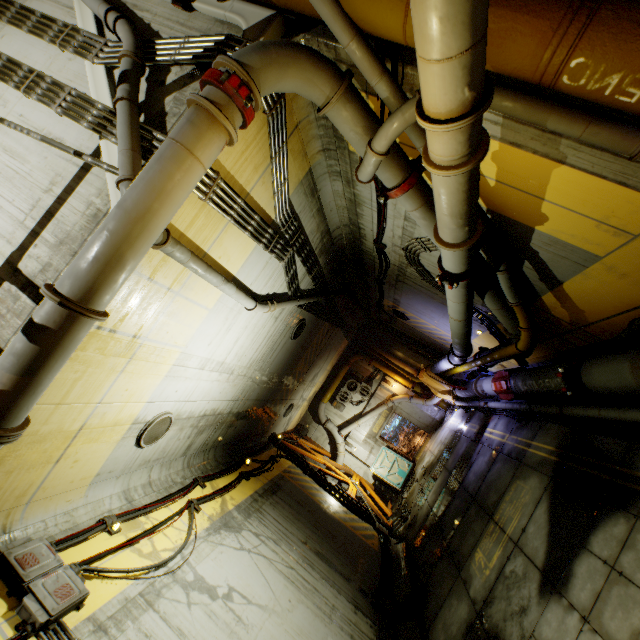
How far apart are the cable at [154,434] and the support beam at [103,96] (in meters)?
5.26

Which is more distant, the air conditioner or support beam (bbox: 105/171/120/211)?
the air conditioner

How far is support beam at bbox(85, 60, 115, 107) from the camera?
4.49m

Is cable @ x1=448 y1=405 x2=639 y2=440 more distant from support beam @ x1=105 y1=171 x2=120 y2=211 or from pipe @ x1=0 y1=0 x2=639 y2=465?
support beam @ x1=105 y1=171 x2=120 y2=211

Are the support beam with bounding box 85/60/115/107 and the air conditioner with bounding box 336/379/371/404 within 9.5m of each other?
no

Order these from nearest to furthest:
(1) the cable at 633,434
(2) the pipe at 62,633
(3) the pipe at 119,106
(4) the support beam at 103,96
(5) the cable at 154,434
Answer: (3) the pipe at 119,106, (2) the pipe at 62,633, (4) the support beam at 103,96, (1) the cable at 633,434, (5) the cable at 154,434

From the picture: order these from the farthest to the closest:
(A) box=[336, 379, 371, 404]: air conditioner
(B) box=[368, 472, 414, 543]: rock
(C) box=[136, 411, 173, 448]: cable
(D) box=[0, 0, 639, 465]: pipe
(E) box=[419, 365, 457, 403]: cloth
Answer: (A) box=[336, 379, 371, 404]: air conditioner
(E) box=[419, 365, 457, 403]: cloth
(B) box=[368, 472, 414, 543]: rock
(C) box=[136, 411, 173, 448]: cable
(D) box=[0, 0, 639, 465]: pipe

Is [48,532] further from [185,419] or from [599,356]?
[599,356]
